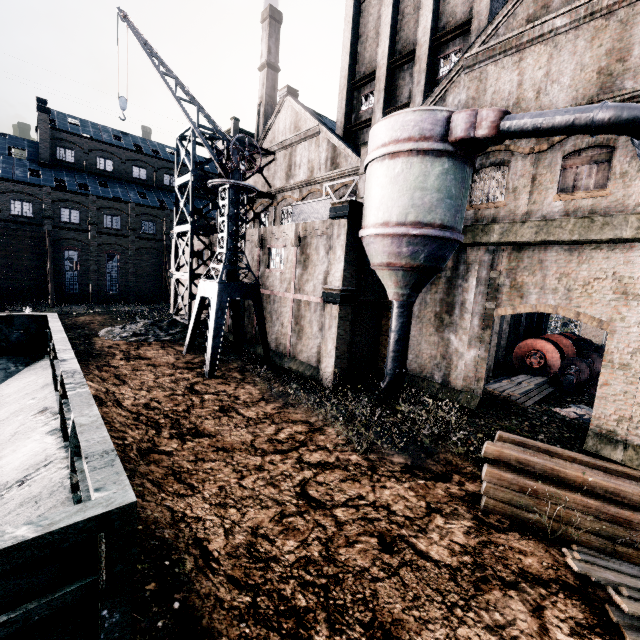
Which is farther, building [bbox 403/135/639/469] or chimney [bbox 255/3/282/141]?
chimney [bbox 255/3/282/141]

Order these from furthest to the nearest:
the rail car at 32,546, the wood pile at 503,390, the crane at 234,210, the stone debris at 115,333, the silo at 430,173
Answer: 1. the stone debris at 115,333
2. the wood pile at 503,390
3. the crane at 234,210
4. the silo at 430,173
5. the rail car at 32,546

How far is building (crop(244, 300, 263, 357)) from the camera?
24.17m

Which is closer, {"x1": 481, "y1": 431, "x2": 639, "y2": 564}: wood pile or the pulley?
{"x1": 481, "y1": 431, "x2": 639, "y2": 564}: wood pile

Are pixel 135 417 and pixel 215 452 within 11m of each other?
yes

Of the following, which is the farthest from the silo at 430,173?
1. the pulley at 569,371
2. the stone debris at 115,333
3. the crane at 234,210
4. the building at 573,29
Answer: the stone debris at 115,333

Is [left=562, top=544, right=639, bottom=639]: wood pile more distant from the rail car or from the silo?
the rail car
